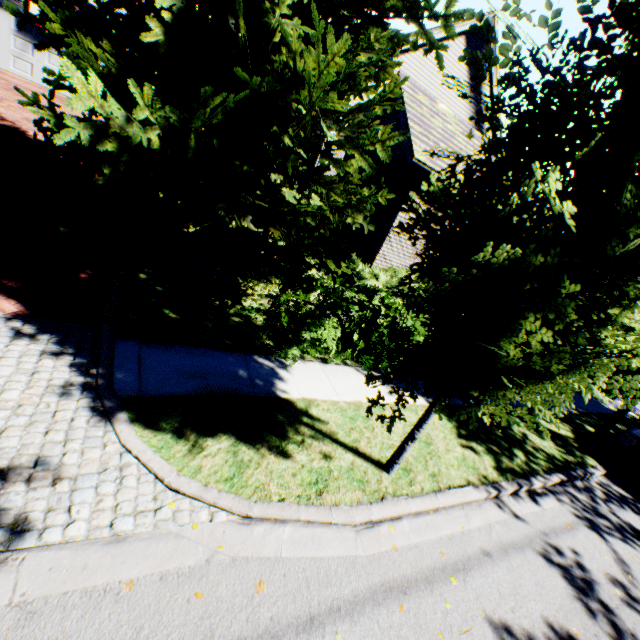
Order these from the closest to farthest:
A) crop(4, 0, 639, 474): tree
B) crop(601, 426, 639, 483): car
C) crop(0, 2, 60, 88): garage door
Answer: crop(4, 0, 639, 474): tree → crop(601, 426, 639, 483): car → crop(0, 2, 60, 88): garage door

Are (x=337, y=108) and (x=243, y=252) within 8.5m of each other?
yes

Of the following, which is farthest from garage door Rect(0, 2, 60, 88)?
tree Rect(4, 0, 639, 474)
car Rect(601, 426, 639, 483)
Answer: car Rect(601, 426, 639, 483)

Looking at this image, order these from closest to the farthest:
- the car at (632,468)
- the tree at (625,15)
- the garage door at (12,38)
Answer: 1. the tree at (625,15)
2. the car at (632,468)
3. the garage door at (12,38)

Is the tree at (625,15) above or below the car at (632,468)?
above

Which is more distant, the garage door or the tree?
the garage door
